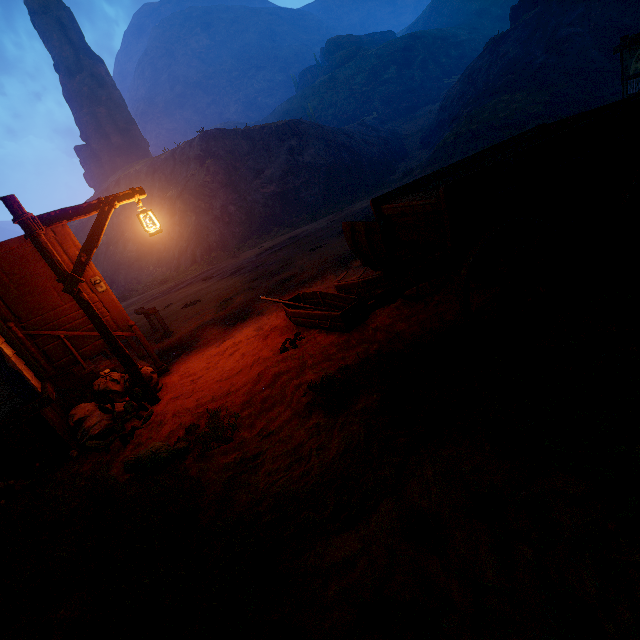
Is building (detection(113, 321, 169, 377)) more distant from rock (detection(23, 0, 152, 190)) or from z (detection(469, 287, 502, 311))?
rock (detection(23, 0, 152, 190))

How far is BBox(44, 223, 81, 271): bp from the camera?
5.33m

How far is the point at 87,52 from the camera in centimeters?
5128cm

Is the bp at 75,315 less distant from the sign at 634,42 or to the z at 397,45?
the z at 397,45

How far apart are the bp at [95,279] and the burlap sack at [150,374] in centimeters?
51cm

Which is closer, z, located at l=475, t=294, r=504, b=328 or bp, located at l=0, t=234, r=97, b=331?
z, located at l=475, t=294, r=504, b=328

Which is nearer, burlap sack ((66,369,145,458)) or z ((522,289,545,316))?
z ((522,289,545,316))

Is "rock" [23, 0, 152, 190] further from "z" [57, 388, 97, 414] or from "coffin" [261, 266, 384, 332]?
"coffin" [261, 266, 384, 332]
